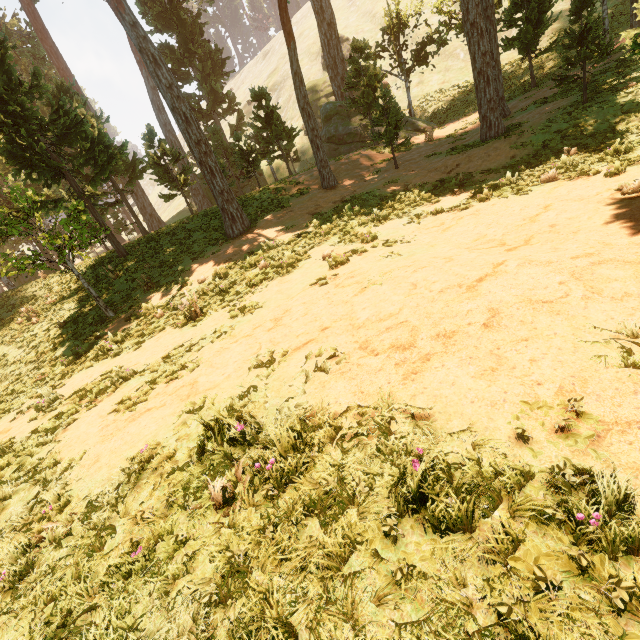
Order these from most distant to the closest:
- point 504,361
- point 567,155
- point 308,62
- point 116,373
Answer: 1. point 308,62
2. point 567,155
3. point 116,373
4. point 504,361
